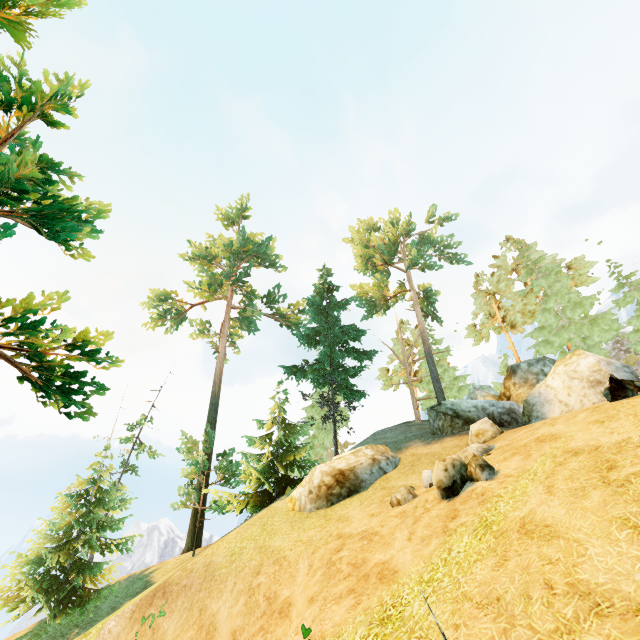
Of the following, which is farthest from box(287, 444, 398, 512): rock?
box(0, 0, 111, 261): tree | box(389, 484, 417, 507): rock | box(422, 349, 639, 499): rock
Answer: box(0, 0, 111, 261): tree

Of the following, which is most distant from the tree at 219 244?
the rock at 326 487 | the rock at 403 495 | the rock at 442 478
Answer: the rock at 403 495

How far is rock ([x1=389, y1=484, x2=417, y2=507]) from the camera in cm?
1027

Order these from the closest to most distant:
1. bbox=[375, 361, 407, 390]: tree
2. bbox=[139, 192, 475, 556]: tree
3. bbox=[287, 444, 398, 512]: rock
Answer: bbox=[287, 444, 398, 512]: rock
bbox=[139, 192, 475, 556]: tree
bbox=[375, 361, 407, 390]: tree

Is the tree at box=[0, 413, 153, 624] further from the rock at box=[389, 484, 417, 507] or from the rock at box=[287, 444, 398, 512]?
the rock at box=[389, 484, 417, 507]

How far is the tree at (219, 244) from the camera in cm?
2223

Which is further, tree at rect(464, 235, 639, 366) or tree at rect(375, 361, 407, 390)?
tree at rect(375, 361, 407, 390)

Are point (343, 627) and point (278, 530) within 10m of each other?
yes
